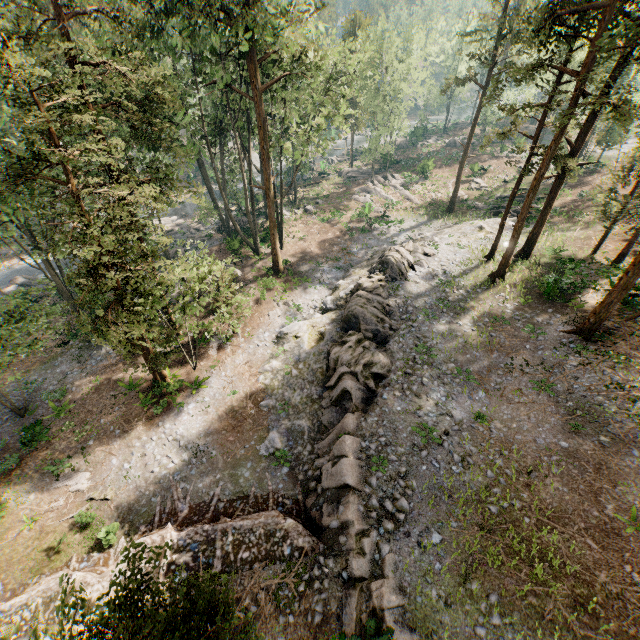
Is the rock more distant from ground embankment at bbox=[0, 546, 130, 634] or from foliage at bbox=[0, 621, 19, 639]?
foliage at bbox=[0, 621, 19, 639]

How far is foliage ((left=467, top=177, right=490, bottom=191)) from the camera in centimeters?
4525cm

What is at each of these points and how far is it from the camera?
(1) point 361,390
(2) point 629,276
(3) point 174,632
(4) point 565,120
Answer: (1) rock, 17.7 meters
(2) foliage, 15.3 meters
(3) foliage, 8.3 meters
(4) foliage, 15.0 meters

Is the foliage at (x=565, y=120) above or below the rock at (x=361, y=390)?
above

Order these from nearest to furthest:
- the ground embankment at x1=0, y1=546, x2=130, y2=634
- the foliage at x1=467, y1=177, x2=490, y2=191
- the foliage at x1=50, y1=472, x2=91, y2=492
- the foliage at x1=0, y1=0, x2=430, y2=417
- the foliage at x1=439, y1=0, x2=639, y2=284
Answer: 1. the ground embankment at x1=0, y1=546, x2=130, y2=634
2. the foliage at x1=0, y1=0, x2=430, y2=417
3. the foliage at x1=439, y1=0, x2=639, y2=284
4. the foliage at x1=50, y1=472, x2=91, y2=492
5. the foliage at x1=467, y1=177, x2=490, y2=191

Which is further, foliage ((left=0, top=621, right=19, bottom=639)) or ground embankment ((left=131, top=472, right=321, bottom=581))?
ground embankment ((left=131, top=472, right=321, bottom=581))

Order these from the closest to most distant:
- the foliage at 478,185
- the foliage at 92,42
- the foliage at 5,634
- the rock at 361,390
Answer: the foliage at 5,634 → the rock at 361,390 → the foliage at 92,42 → the foliage at 478,185
